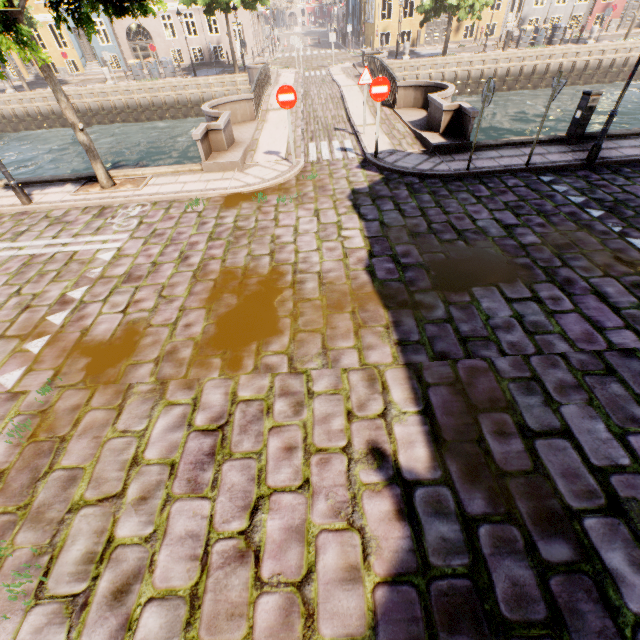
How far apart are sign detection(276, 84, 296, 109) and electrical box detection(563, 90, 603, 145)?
7.7 meters

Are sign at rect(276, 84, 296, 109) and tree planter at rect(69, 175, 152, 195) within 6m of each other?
yes

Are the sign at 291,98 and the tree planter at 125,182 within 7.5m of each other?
yes

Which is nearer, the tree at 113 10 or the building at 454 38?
the tree at 113 10

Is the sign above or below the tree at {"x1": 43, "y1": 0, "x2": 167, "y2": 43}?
below

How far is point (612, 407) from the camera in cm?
360

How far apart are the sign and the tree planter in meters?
4.3 m

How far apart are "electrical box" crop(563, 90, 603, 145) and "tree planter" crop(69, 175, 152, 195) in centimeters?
1224cm
